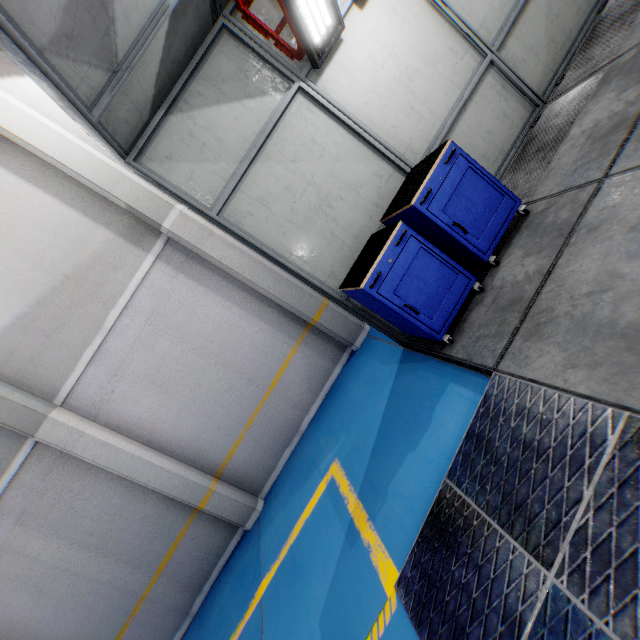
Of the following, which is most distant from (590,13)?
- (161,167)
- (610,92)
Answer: (161,167)

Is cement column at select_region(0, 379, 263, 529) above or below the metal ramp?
above

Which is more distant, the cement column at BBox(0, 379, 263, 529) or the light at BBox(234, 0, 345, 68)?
the cement column at BBox(0, 379, 263, 529)

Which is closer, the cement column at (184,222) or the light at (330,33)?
the light at (330,33)

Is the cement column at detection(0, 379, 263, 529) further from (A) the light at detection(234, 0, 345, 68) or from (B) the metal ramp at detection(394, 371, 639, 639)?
(A) the light at detection(234, 0, 345, 68)

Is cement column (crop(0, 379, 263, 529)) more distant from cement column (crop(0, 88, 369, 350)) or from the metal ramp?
the metal ramp

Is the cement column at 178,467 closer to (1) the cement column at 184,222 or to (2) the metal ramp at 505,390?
(1) the cement column at 184,222

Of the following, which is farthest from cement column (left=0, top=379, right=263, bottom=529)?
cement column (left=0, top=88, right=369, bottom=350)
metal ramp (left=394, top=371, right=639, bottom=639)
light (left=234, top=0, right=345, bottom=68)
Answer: light (left=234, top=0, right=345, bottom=68)
